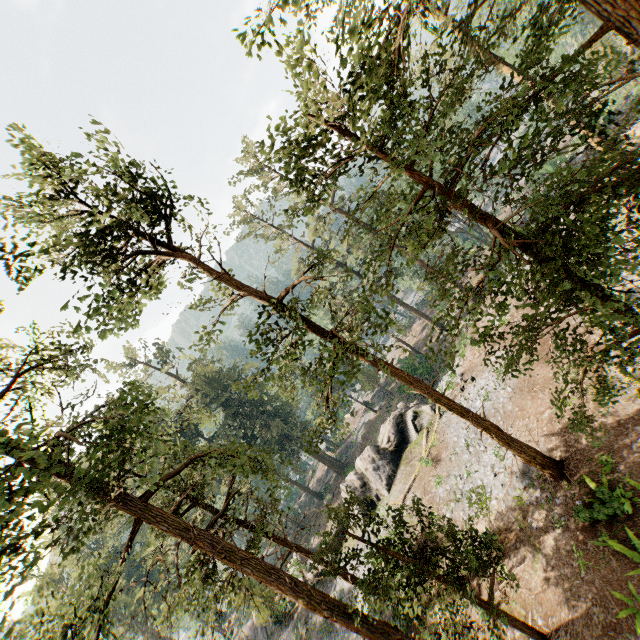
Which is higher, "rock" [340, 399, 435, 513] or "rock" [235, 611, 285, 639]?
"rock" [340, 399, 435, 513]

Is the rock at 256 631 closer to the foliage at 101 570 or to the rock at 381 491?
the rock at 381 491

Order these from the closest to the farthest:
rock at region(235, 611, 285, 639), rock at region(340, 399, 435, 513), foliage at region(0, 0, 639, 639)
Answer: foliage at region(0, 0, 639, 639) < rock at region(340, 399, 435, 513) < rock at region(235, 611, 285, 639)

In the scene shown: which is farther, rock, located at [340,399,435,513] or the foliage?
rock, located at [340,399,435,513]

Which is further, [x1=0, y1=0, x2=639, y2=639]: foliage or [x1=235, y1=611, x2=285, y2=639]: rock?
[x1=235, y1=611, x2=285, y2=639]: rock

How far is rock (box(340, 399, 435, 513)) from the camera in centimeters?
2712cm

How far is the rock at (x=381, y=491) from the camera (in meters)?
27.12

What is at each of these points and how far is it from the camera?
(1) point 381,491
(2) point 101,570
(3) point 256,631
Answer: (1) rock, 26.7m
(2) foliage, 11.0m
(3) rock, 32.6m
